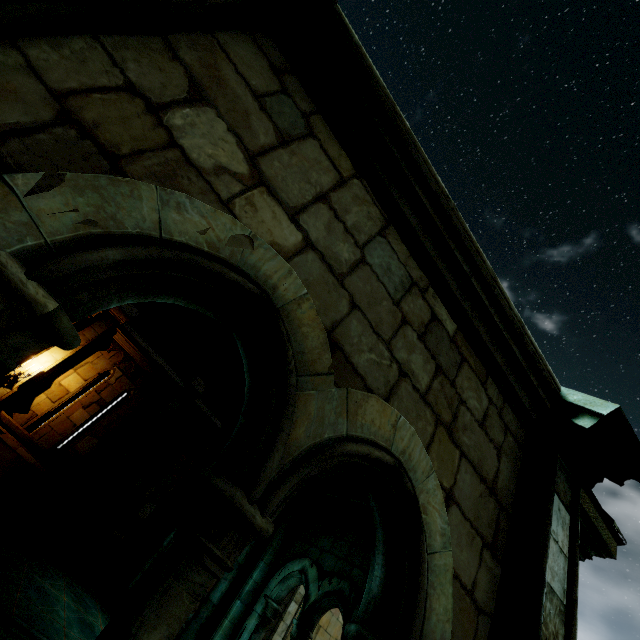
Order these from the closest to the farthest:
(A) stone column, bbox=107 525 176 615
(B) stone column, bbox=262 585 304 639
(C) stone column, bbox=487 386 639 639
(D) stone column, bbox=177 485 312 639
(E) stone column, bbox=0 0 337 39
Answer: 1. (E) stone column, bbox=0 0 337 39
2. (C) stone column, bbox=487 386 639 639
3. (D) stone column, bbox=177 485 312 639
4. (A) stone column, bbox=107 525 176 615
5. (B) stone column, bbox=262 585 304 639

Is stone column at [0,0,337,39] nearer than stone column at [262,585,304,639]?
Yes

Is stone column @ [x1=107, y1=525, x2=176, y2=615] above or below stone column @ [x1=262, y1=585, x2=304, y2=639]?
below

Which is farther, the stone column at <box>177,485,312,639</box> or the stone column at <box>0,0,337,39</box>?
the stone column at <box>177,485,312,639</box>

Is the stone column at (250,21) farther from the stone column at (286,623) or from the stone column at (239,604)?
the stone column at (286,623)

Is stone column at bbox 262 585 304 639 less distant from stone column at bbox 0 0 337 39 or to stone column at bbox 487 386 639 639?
stone column at bbox 487 386 639 639

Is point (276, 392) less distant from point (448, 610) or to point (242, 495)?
point (242, 495)

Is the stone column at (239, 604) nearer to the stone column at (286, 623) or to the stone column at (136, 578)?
the stone column at (136, 578)
